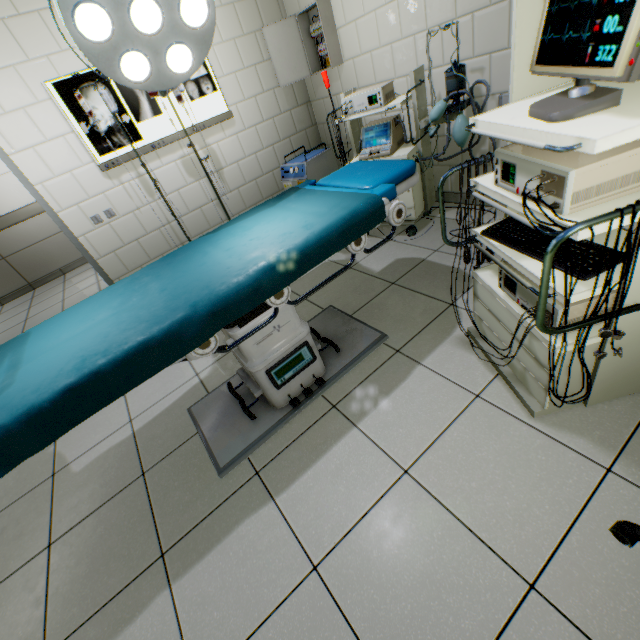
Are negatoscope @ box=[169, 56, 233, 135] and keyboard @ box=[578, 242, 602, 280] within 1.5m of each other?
no

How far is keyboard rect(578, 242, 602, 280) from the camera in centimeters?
96cm

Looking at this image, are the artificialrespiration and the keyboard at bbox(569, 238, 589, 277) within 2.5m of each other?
yes

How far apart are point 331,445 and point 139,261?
3.0 meters

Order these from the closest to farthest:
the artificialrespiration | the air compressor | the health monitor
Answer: the health monitor < the artificialrespiration < the air compressor

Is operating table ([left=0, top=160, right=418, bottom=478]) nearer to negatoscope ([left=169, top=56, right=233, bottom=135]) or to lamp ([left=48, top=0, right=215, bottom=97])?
lamp ([left=48, top=0, right=215, bottom=97])

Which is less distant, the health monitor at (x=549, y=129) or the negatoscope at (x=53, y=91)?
the health monitor at (x=549, y=129)

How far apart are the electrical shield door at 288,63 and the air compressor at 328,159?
0.62m
